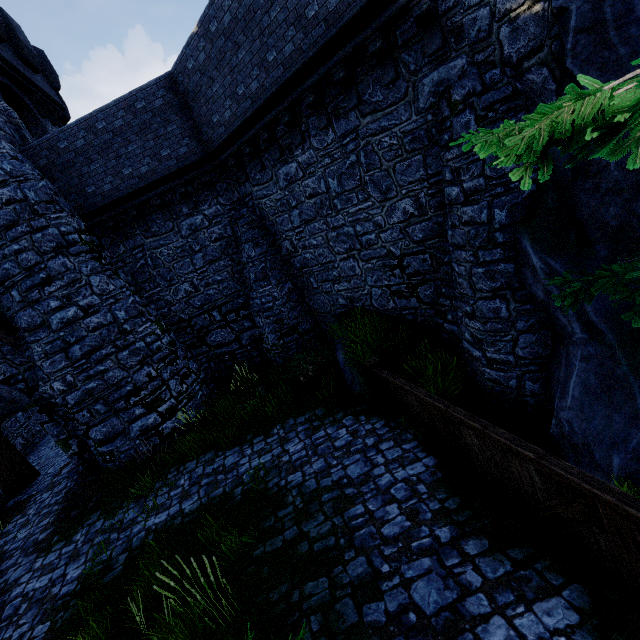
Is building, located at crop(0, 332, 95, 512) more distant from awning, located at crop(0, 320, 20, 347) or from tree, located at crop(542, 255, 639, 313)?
tree, located at crop(542, 255, 639, 313)

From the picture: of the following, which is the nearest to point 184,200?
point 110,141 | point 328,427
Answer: point 110,141

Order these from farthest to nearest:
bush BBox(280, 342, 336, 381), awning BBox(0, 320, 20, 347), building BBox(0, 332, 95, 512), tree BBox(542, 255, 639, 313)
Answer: bush BBox(280, 342, 336, 381)
building BBox(0, 332, 95, 512)
awning BBox(0, 320, 20, 347)
tree BBox(542, 255, 639, 313)

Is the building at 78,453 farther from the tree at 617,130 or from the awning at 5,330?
the tree at 617,130

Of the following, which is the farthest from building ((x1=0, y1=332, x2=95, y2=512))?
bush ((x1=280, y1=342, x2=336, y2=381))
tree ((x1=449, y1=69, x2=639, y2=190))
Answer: tree ((x1=449, y1=69, x2=639, y2=190))

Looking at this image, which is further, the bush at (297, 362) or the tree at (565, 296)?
the bush at (297, 362)
